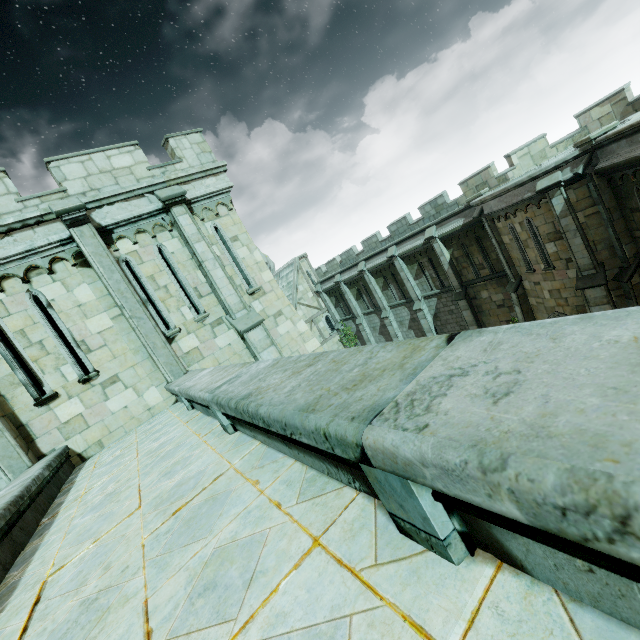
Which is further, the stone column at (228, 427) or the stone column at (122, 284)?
the stone column at (122, 284)

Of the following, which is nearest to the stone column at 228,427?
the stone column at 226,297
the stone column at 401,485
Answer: the stone column at 401,485

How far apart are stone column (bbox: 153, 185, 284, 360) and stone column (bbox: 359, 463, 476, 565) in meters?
8.7

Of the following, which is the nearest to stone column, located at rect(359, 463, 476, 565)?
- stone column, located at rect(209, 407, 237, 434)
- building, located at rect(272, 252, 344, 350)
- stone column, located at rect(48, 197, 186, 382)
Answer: stone column, located at rect(209, 407, 237, 434)

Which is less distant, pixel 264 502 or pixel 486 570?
pixel 486 570

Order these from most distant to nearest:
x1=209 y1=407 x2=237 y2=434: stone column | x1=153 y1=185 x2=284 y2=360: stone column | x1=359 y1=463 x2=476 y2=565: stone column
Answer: x1=153 y1=185 x2=284 y2=360: stone column < x1=209 y1=407 x2=237 y2=434: stone column < x1=359 y1=463 x2=476 y2=565: stone column

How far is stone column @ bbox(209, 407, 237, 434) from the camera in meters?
3.9 m

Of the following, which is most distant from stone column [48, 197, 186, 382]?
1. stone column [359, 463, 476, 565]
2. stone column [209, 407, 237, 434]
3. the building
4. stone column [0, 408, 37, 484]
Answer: stone column [359, 463, 476, 565]
